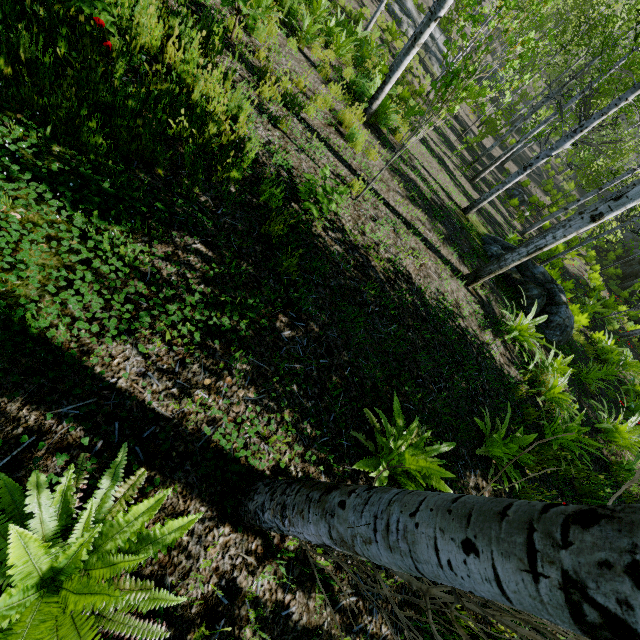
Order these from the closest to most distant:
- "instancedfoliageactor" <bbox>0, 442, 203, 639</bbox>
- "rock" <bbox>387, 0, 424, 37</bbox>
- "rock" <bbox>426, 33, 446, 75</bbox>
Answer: "instancedfoliageactor" <bbox>0, 442, 203, 639</bbox>
"rock" <bbox>387, 0, 424, 37</bbox>
"rock" <bbox>426, 33, 446, 75</bbox>

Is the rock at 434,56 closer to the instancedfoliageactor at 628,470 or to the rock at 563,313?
the instancedfoliageactor at 628,470

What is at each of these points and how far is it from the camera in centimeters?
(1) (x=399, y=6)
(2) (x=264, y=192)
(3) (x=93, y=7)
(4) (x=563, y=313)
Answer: (1) rock, 2053cm
(2) instancedfoliageactor, 360cm
(3) instancedfoliageactor, 291cm
(4) rock, 796cm

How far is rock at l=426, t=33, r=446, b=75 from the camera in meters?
21.3

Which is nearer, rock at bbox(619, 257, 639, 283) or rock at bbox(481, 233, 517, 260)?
rock at bbox(481, 233, 517, 260)

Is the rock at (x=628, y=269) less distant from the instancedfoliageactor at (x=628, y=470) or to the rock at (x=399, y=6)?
the instancedfoliageactor at (x=628, y=470)

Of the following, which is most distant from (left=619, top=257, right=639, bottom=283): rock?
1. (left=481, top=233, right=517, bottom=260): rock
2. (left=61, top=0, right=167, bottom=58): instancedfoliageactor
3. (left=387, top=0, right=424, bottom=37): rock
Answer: (left=387, top=0, right=424, bottom=37): rock

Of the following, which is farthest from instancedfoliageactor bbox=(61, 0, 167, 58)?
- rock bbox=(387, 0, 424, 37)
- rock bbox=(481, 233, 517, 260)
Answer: rock bbox=(387, 0, 424, 37)
